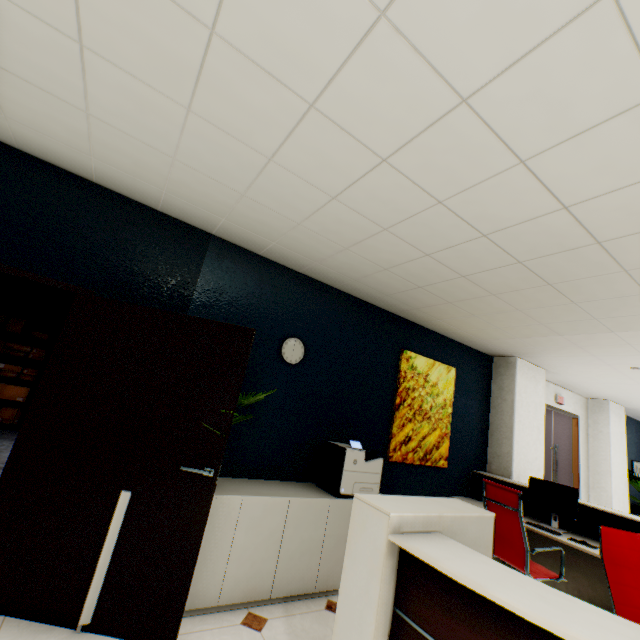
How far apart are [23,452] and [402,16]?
3.2 meters

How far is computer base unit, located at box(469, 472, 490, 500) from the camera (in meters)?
4.72

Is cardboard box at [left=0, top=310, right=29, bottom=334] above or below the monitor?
above

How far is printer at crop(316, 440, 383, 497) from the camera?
3.1m

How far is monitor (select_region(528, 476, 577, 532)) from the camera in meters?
3.8

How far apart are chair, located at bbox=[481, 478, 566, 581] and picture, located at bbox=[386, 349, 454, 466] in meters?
0.8 m

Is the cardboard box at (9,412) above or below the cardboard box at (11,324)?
below

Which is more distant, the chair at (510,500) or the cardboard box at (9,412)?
the cardboard box at (9,412)
